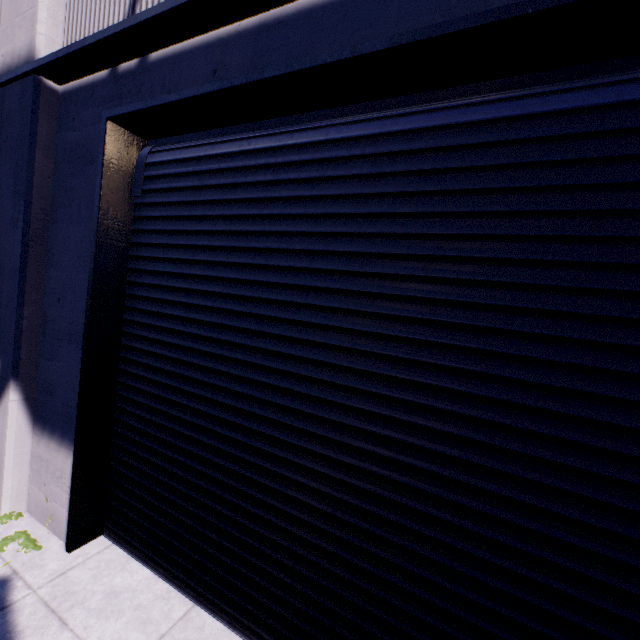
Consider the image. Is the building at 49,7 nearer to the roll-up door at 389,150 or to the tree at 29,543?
the roll-up door at 389,150

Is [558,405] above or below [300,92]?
below

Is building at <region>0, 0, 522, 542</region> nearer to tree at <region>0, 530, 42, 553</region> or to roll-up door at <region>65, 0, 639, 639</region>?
roll-up door at <region>65, 0, 639, 639</region>

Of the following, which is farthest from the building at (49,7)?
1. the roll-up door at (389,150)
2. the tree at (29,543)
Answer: the tree at (29,543)

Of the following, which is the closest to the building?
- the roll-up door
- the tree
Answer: the roll-up door

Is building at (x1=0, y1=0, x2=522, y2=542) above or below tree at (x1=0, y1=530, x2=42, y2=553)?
above

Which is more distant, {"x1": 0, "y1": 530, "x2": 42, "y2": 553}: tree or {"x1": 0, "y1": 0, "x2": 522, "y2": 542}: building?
{"x1": 0, "y1": 530, "x2": 42, "y2": 553}: tree

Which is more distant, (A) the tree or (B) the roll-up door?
(A) the tree
